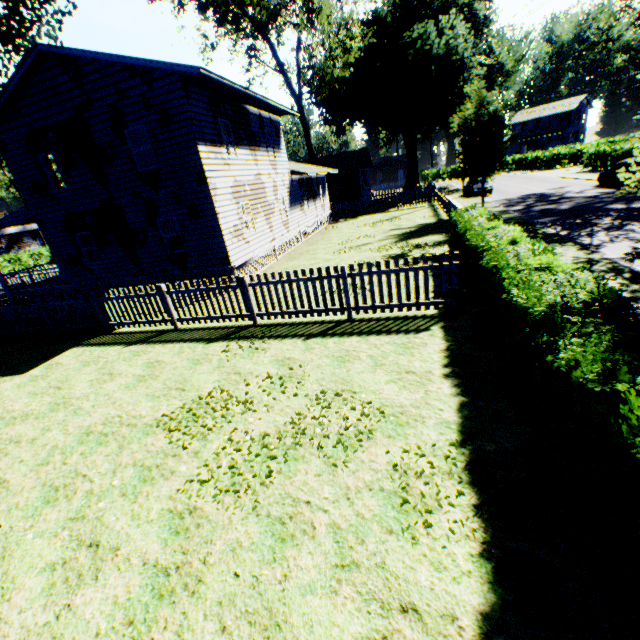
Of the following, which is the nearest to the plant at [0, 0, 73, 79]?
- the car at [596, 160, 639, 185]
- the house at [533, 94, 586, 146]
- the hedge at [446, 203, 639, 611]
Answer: the hedge at [446, 203, 639, 611]

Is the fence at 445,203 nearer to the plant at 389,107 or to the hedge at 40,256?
the hedge at 40,256

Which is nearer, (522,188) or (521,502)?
(521,502)

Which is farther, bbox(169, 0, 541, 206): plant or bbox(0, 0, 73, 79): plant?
bbox(169, 0, 541, 206): plant

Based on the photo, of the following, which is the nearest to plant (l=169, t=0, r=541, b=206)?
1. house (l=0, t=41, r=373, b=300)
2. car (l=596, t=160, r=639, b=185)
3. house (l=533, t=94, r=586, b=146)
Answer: house (l=0, t=41, r=373, b=300)

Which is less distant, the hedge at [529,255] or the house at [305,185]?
the hedge at [529,255]

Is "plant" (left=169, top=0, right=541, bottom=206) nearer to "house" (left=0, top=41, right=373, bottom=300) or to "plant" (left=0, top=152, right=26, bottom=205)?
"house" (left=0, top=41, right=373, bottom=300)

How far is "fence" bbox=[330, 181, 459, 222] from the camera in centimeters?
2482cm
